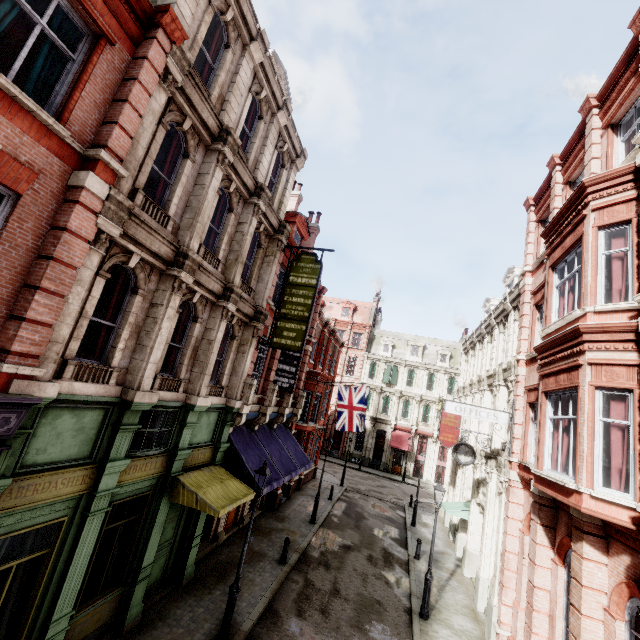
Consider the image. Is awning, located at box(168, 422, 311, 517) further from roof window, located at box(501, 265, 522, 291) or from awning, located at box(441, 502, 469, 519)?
roof window, located at box(501, 265, 522, 291)

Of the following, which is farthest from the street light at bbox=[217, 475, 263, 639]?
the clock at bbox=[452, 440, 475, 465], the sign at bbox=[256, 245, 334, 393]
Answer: the clock at bbox=[452, 440, 475, 465]

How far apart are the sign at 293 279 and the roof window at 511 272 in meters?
11.9 m

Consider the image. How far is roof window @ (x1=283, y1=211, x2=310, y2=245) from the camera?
18.1m

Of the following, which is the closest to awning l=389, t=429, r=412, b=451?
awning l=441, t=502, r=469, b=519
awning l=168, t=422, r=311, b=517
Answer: awning l=441, t=502, r=469, b=519

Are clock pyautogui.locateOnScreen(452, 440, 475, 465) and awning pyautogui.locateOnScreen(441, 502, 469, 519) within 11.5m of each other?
yes

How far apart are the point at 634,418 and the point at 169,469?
11.5 meters

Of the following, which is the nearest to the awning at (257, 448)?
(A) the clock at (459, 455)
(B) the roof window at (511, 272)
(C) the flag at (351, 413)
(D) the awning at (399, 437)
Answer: (C) the flag at (351, 413)
